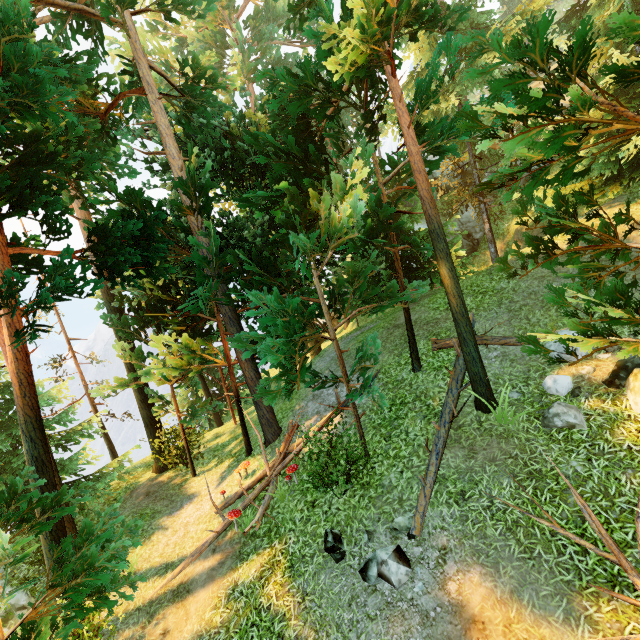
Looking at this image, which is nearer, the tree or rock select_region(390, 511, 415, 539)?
the tree

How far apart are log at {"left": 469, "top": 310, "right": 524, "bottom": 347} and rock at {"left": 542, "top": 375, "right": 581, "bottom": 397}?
1.5m

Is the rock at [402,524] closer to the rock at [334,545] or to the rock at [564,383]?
the rock at [334,545]

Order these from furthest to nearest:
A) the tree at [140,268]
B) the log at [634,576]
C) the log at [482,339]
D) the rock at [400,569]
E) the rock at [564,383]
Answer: the log at [482,339]
the rock at [564,383]
the rock at [400,569]
the tree at [140,268]
the log at [634,576]

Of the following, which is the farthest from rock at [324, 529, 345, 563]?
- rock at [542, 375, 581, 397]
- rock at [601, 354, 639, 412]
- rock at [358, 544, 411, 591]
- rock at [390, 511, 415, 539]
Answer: rock at [601, 354, 639, 412]

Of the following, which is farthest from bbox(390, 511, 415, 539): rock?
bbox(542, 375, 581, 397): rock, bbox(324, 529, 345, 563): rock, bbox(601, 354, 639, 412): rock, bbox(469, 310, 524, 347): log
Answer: bbox(601, 354, 639, 412): rock

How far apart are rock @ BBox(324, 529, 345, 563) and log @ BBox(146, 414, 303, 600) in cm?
233

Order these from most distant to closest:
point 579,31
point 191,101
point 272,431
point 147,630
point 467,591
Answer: point 272,431
point 191,101
point 147,630
point 467,591
point 579,31
